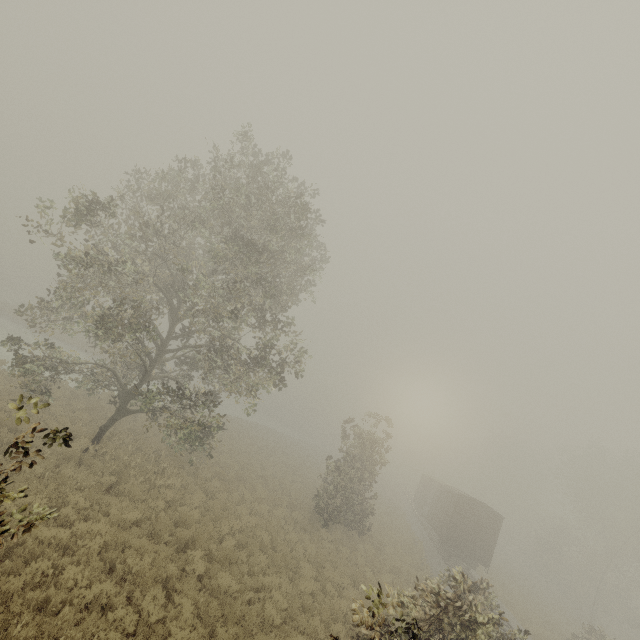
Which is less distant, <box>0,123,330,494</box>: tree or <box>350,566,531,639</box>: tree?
<box>350,566,531,639</box>: tree

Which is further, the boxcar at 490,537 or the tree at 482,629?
the boxcar at 490,537

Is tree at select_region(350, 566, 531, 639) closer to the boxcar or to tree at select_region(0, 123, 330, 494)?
tree at select_region(0, 123, 330, 494)

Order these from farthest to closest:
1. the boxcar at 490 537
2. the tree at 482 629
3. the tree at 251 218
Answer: the boxcar at 490 537, the tree at 251 218, the tree at 482 629

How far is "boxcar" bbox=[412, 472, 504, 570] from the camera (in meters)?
23.50

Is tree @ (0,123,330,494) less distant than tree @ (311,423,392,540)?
Yes

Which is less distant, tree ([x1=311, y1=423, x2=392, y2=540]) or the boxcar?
tree ([x1=311, y1=423, x2=392, y2=540])

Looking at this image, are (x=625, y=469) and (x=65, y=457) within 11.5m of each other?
no
